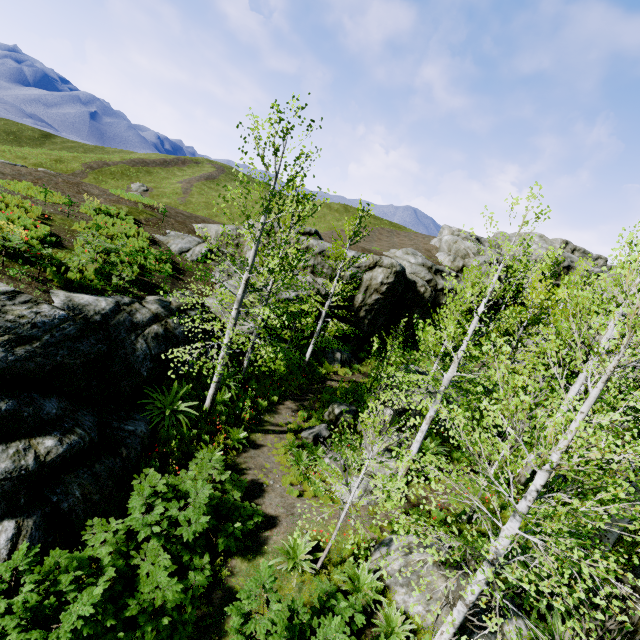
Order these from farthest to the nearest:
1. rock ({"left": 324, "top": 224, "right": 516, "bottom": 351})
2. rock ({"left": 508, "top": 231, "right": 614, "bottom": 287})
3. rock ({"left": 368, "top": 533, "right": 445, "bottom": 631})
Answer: rock ({"left": 508, "top": 231, "right": 614, "bottom": 287})
rock ({"left": 324, "top": 224, "right": 516, "bottom": 351})
rock ({"left": 368, "top": 533, "right": 445, "bottom": 631})

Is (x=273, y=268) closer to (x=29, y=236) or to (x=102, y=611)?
(x=102, y=611)

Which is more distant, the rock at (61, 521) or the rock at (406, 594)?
the rock at (406, 594)

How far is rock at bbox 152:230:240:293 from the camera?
18.92m

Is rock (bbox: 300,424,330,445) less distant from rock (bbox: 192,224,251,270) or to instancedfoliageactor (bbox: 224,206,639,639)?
instancedfoliageactor (bbox: 224,206,639,639)

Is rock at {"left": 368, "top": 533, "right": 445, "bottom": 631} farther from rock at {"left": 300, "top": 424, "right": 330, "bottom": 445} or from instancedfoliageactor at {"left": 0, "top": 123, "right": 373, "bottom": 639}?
rock at {"left": 300, "top": 424, "right": 330, "bottom": 445}

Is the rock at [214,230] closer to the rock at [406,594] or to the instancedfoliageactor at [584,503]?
the instancedfoliageactor at [584,503]
